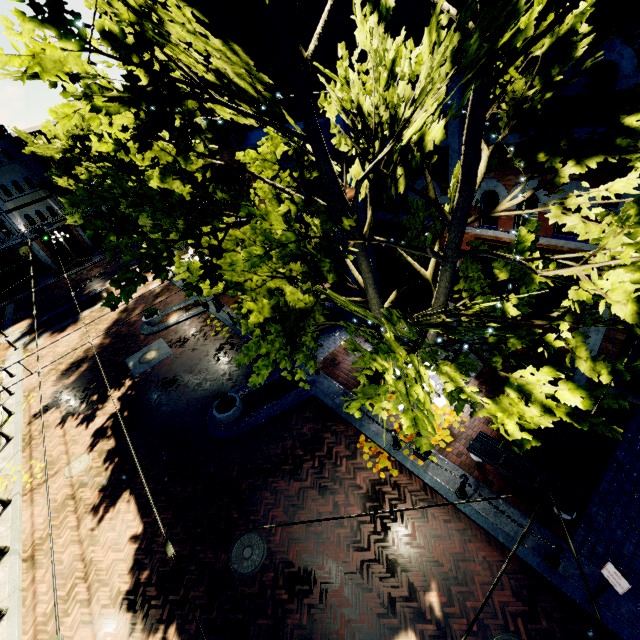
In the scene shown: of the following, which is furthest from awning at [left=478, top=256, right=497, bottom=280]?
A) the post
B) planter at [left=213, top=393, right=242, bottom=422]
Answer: planter at [left=213, top=393, right=242, bottom=422]

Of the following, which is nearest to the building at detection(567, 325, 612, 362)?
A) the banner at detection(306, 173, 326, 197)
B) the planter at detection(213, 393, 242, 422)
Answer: → the planter at detection(213, 393, 242, 422)

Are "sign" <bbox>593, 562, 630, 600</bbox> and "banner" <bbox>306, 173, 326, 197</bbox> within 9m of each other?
no

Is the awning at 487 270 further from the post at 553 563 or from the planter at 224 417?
the planter at 224 417

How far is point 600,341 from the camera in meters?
8.4 m

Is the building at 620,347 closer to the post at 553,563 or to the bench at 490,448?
the post at 553,563

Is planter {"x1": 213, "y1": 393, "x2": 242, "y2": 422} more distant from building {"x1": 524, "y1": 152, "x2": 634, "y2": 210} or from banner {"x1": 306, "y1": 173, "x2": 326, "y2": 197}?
building {"x1": 524, "y1": 152, "x2": 634, "y2": 210}

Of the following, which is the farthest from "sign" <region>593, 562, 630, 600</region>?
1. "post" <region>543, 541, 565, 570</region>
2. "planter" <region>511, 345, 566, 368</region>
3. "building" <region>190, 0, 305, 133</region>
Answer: "building" <region>190, 0, 305, 133</region>
